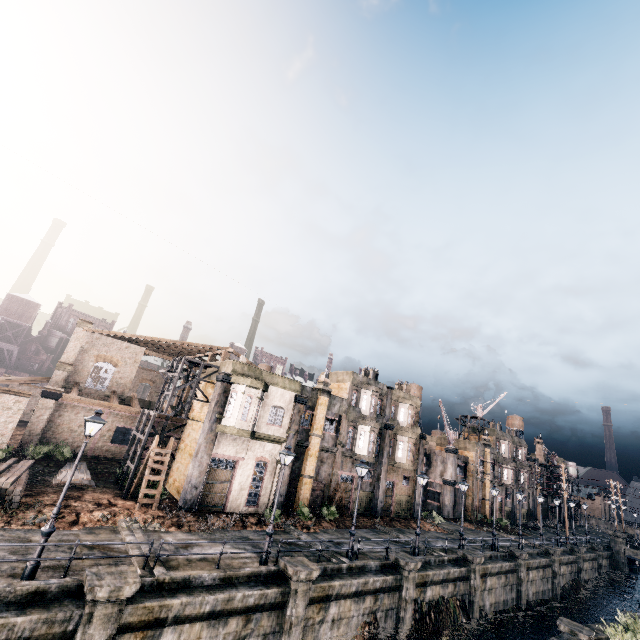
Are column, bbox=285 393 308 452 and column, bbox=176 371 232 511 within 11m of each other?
yes

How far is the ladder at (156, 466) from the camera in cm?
2038

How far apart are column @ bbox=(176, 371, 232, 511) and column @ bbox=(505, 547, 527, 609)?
29.5m

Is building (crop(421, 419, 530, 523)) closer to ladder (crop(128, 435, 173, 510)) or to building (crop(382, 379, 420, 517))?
building (crop(382, 379, 420, 517))

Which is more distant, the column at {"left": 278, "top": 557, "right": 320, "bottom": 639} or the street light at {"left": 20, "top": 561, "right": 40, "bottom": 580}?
the column at {"left": 278, "top": 557, "right": 320, "bottom": 639}

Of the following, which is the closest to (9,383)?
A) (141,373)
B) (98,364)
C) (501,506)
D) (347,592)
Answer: (98,364)

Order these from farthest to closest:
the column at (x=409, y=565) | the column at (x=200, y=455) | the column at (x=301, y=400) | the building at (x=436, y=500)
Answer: the building at (x=436, y=500) → the column at (x=301, y=400) → the column at (x=200, y=455) → the column at (x=409, y=565)

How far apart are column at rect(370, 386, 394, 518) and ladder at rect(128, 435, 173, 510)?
22.14m
